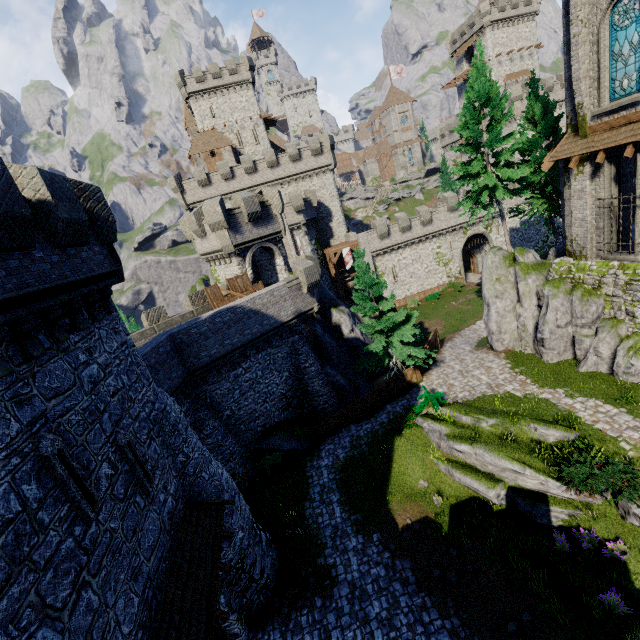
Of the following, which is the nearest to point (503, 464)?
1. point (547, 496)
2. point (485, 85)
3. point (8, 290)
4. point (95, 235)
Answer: point (547, 496)

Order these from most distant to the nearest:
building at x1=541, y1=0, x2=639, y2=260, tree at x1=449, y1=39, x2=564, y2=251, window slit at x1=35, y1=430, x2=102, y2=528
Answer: tree at x1=449, y1=39, x2=564, y2=251, building at x1=541, y1=0, x2=639, y2=260, window slit at x1=35, y1=430, x2=102, y2=528

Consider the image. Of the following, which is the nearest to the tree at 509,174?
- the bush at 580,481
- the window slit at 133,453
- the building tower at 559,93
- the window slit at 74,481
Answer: the bush at 580,481

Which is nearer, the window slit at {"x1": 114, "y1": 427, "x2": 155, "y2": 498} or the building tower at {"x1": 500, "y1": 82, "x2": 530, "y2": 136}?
the window slit at {"x1": 114, "y1": 427, "x2": 155, "y2": 498}

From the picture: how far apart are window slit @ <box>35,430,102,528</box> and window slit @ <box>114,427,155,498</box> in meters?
1.3

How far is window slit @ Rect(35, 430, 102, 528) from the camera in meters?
6.2 m

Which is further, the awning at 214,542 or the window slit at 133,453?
the window slit at 133,453

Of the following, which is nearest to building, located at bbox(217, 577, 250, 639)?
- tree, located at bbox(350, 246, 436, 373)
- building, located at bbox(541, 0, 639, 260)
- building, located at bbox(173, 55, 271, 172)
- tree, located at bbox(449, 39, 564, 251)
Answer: tree, located at bbox(350, 246, 436, 373)
